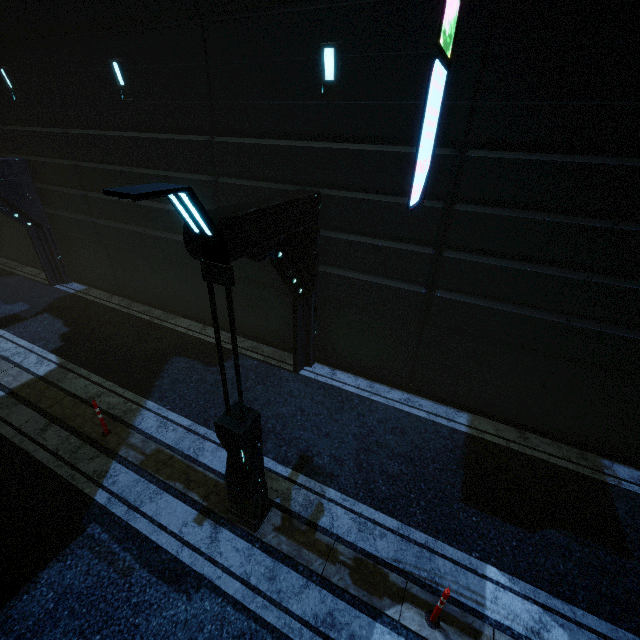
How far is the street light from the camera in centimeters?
271cm

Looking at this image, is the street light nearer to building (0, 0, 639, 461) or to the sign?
building (0, 0, 639, 461)

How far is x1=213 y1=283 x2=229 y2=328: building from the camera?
10.6m

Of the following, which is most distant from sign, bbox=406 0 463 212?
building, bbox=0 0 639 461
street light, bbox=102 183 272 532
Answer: street light, bbox=102 183 272 532

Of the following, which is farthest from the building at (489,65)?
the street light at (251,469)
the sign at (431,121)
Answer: the street light at (251,469)

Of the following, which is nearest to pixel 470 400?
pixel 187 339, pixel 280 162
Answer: pixel 280 162

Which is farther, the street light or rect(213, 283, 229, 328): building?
rect(213, 283, 229, 328): building
